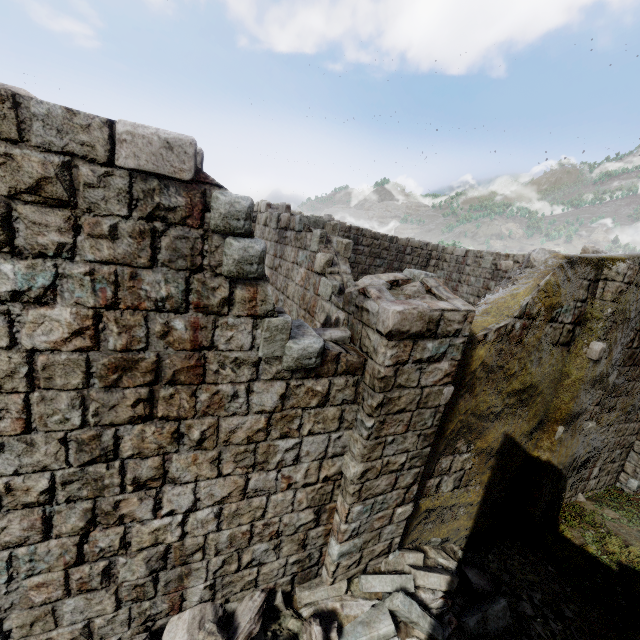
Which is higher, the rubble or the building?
the building

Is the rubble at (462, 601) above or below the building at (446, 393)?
below

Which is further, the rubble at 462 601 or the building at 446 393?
the rubble at 462 601

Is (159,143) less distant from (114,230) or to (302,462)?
(114,230)

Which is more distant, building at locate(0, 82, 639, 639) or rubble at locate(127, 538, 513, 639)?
rubble at locate(127, 538, 513, 639)
